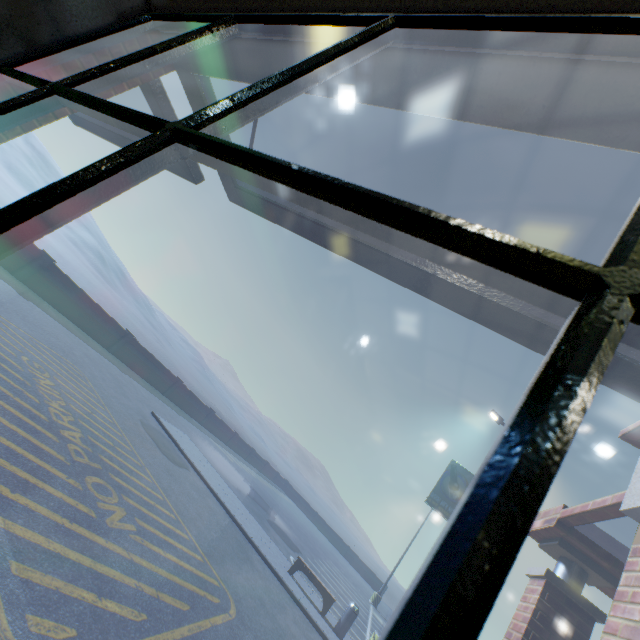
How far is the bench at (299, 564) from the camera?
10.7m

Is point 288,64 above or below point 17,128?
above

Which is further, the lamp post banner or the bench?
the lamp post banner

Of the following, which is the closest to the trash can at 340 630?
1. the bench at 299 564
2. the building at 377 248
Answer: the bench at 299 564

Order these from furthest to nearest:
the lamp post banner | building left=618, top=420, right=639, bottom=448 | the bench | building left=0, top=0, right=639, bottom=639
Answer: the lamp post banner, the bench, building left=618, top=420, right=639, bottom=448, building left=0, top=0, right=639, bottom=639

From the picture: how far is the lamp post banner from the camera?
12.09m

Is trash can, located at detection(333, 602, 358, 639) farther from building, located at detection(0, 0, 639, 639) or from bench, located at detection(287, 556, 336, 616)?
building, located at detection(0, 0, 639, 639)

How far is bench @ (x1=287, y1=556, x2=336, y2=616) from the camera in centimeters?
1074cm
